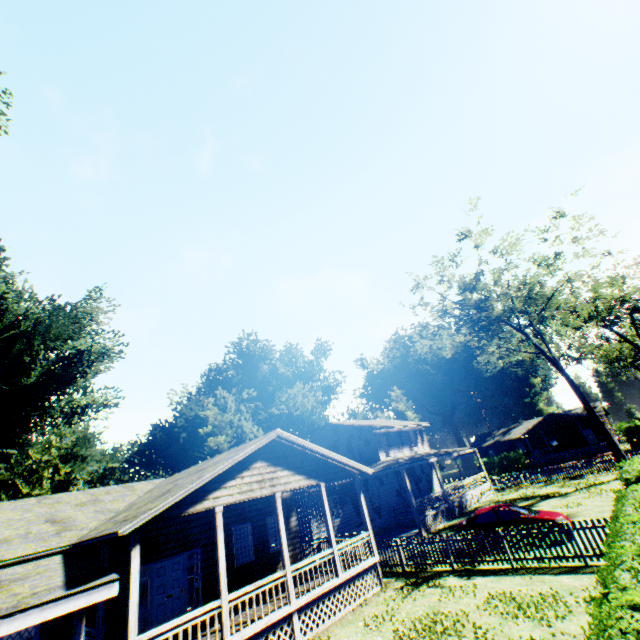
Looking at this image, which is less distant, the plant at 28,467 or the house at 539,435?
the plant at 28,467

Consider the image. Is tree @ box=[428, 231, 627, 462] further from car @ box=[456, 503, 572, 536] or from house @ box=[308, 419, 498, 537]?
car @ box=[456, 503, 572, 536]

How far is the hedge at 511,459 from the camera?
45.1 meters

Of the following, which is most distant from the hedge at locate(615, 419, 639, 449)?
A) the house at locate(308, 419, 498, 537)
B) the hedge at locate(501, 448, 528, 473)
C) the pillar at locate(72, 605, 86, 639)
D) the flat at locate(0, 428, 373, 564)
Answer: the pillar at locate(72, 605, 86, 639)

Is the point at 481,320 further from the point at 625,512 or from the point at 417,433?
the point at 625,512

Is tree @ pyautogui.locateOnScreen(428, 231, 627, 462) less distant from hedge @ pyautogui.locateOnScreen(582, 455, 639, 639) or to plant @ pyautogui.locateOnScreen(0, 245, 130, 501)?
hedge @ pyautogui.locateOnScreen(582, 455, 639, 639)

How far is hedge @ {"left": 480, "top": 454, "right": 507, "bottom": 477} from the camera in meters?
46.6 m

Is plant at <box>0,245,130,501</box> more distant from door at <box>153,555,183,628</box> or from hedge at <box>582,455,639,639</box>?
hedge at <box>582,455,639,639</box>
